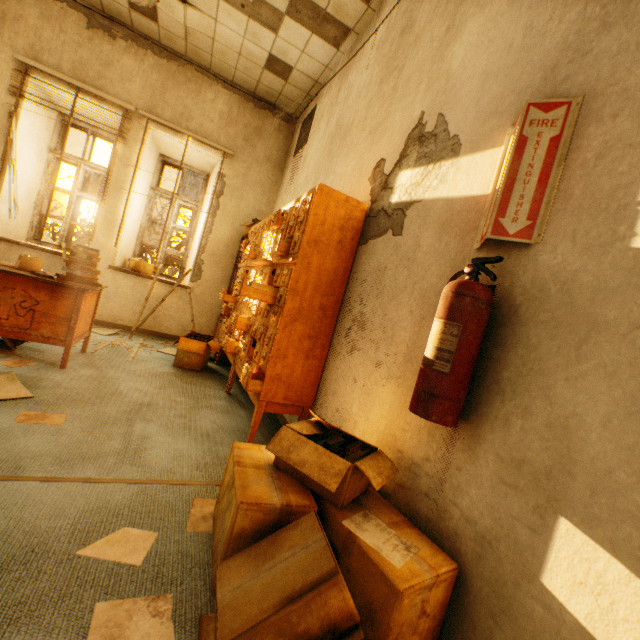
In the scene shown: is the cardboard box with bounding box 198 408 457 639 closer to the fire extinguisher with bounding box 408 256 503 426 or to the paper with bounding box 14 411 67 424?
the fire extinguisher with bounding box 408 256 503 426

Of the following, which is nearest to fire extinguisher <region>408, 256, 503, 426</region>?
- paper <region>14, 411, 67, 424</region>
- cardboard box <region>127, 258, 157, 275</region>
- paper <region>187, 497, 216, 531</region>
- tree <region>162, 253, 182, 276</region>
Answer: paper <region>187, 497, 216, 531</region>

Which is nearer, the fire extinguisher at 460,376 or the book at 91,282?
the fire extinguisher at 460,376

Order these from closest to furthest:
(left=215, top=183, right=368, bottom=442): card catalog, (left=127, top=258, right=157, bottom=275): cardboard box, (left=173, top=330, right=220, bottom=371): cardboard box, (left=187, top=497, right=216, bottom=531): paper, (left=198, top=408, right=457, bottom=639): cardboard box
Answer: (left=198, top=408, right=457, bottom=639): cardboard box
(left=187, top=497, right=216, bottom=531): paper
(left=215, top=183, right=368, bottom=442): card catalog
(left=173, top=330, right=220, bottom=371): cardboard box
(left=127, top=258, right=157, bottom=275): cardboard box

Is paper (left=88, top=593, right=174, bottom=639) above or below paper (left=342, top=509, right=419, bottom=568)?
below

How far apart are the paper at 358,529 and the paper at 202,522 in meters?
0.7 m

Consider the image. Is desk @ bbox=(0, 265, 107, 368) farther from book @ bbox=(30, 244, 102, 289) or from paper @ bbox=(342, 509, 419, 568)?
paper @ bbox=(342, 509, 419, 568)

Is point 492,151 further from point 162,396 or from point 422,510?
point 162,396
